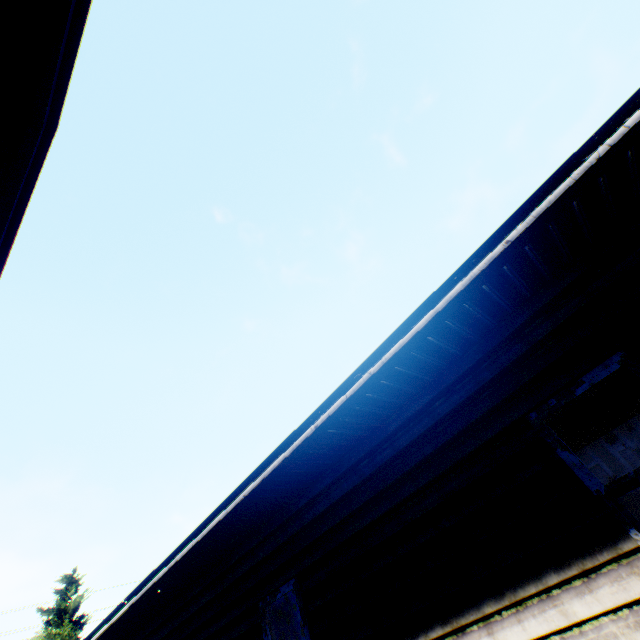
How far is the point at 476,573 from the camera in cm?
315

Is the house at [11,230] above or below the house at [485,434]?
above

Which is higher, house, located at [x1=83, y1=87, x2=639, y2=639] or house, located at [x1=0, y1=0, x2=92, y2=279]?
house, located at [x1=0, y1=0, x2=92, y2=279]
